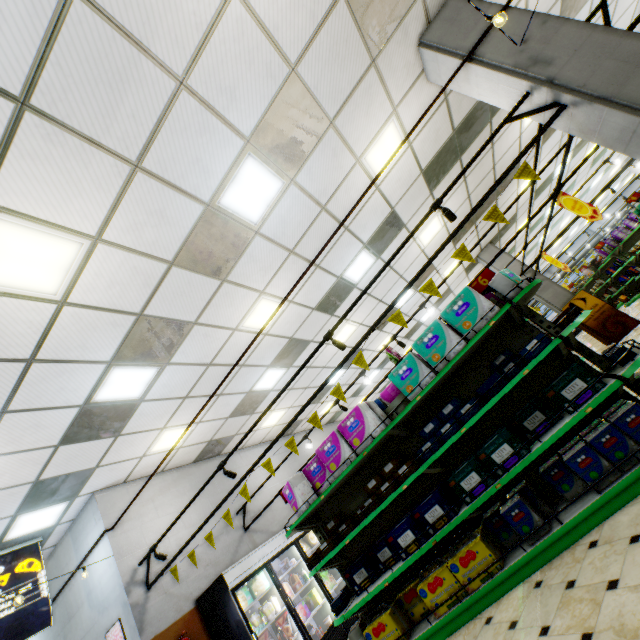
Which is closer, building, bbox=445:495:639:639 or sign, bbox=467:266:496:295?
building, bbox=445:495:639:639

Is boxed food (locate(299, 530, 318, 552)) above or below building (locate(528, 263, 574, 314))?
below

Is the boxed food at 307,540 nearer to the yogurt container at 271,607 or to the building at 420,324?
the building at 420,324

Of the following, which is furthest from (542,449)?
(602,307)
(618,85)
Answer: (602,307)

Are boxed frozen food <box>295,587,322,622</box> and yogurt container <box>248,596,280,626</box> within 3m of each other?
yes

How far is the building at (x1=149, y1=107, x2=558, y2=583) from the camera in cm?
725

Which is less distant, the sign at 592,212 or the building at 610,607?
the building at 610,607

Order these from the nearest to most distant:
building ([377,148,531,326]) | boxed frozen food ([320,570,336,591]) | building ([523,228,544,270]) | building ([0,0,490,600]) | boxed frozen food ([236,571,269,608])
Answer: building ([0,0,490,600]) < boxed frozen food ([236,571,269,608]) < boxed frozen food ([320,570,336,591]) < building ([377,148,531,326]) < building ([523,228,544,270])
